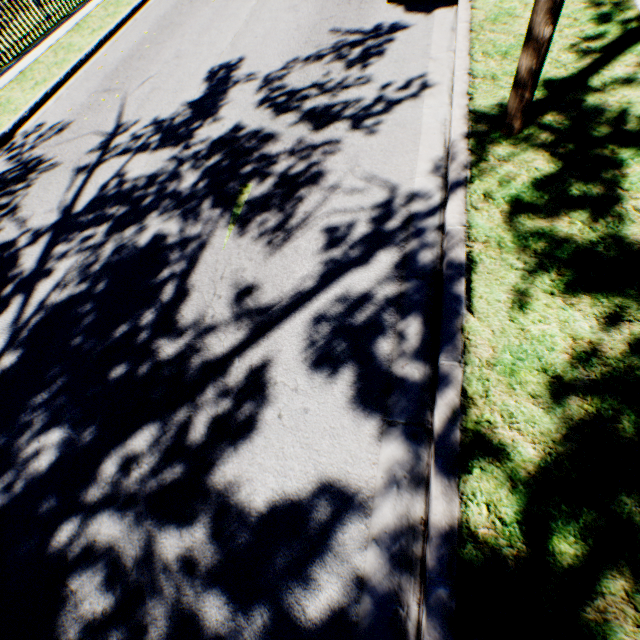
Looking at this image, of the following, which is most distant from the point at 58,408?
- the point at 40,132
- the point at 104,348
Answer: the point at 40,132
